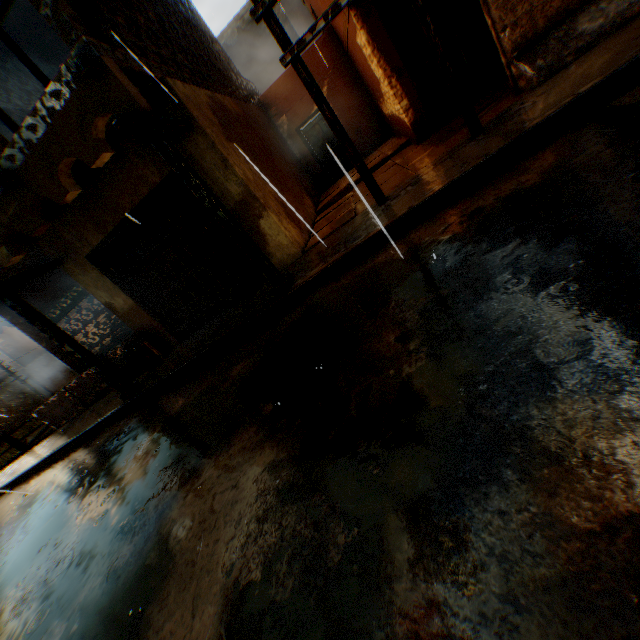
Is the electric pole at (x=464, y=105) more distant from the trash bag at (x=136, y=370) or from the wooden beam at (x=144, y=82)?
the trash bag at (x=136, y=370)

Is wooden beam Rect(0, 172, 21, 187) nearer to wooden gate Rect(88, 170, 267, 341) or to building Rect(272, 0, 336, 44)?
building Rect(272, 0, 336, 44)

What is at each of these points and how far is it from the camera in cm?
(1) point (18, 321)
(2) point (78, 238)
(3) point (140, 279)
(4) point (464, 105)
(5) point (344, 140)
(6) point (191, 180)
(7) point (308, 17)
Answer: (1) building, 1033
(2) building, 703
(3) wooden gate, 754
(4) electric pole, 505
(5) electric pole, 539
(6) wooden beam, 477
(7) building, 1756

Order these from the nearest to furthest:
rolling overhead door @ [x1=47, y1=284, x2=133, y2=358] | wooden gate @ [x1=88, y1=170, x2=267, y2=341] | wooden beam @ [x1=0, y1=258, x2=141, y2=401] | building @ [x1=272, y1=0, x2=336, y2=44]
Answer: wooden beam @ [x1=0, y1=258, x2=141, y2=401]
wooden gate @ [x1=88, y1=170, x2=267, y2=341]
rolling overhead door @ [x1=47, y1=284, x2=133, y2=358]
building @ [x1=272, y1=0, x2=336, y2=44]

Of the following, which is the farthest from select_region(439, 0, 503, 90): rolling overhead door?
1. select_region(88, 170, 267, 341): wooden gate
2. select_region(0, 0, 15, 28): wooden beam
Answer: select_region(88, 170, 267, 341): wooden gate

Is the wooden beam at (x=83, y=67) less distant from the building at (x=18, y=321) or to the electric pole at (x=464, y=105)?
the building at (x=18, y=321)

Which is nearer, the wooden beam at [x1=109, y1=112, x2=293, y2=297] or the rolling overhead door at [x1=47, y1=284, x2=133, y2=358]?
the wooden beam at [x1=109, y1=112, x2=293, y2=297]

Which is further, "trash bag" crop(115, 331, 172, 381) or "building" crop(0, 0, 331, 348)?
"trash bag" crop(115, 331, 172, 381)
